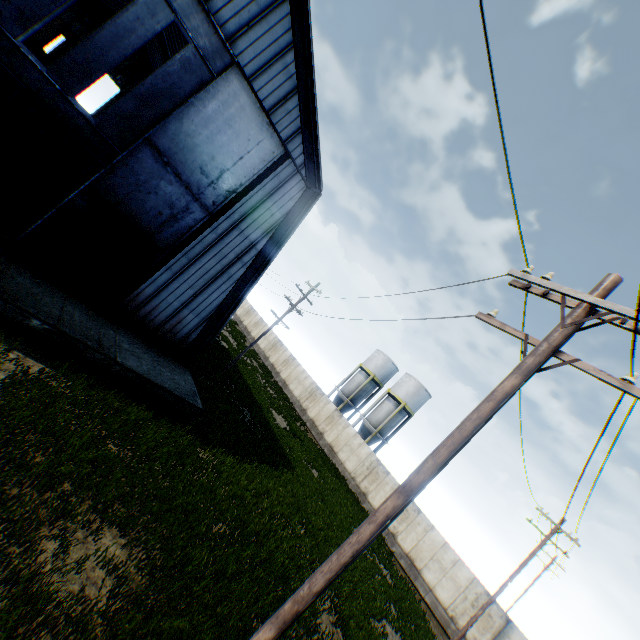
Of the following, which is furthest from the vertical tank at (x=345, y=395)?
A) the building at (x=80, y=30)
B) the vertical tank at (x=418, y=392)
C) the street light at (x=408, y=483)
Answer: the street light at (x=408, y=483)

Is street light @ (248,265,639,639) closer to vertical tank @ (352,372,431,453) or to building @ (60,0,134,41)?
building @ (60,0,134,41)

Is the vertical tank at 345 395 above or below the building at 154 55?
below

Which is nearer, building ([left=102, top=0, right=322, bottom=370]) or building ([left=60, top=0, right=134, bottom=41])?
building ([left=102, top=0, right=322, bottom=370])

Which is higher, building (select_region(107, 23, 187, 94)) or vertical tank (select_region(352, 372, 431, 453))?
building (select_region(107, 23, 187, 94))

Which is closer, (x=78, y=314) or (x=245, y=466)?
(x=78, y=314)

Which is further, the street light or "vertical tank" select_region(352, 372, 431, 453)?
"vertical tank" select_region(352, 372, 431, 453)

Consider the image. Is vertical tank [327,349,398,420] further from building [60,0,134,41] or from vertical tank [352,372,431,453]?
building [60,0,134,41]
